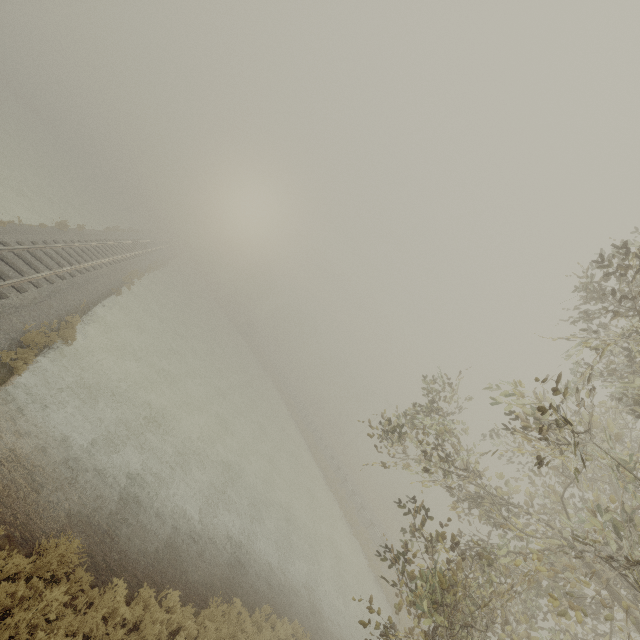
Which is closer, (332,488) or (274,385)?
(332,488)
